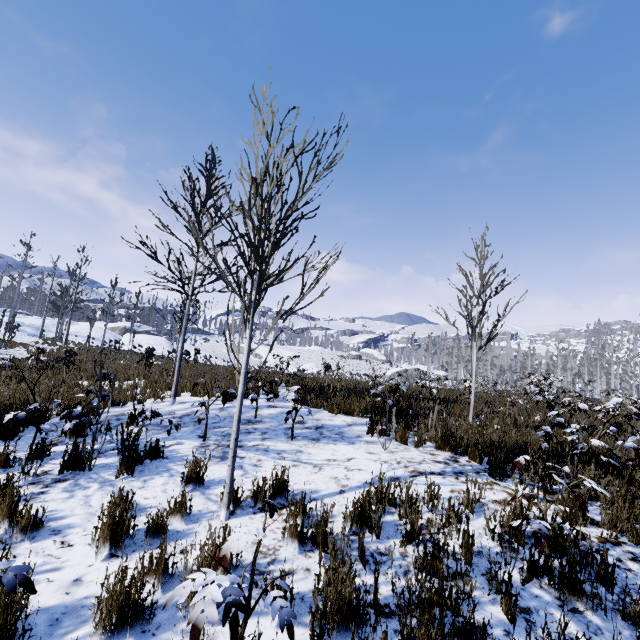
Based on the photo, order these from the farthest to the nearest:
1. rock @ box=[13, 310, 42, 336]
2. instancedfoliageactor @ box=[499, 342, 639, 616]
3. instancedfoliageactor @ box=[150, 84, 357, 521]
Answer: rock @ box=[13, 310, 42, 336] < instancedfoliageactor @ box=[150, 84, 357, 521] < instancedfoliageactor @ box=[499, 342, 639, 616]

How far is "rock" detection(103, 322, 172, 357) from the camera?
38.6 meters

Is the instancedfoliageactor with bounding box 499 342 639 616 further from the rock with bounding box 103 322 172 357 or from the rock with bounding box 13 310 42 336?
the rock with bounding box 13 310 42 336

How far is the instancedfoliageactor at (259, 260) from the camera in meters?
3.5

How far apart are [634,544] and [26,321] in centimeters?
5105cm

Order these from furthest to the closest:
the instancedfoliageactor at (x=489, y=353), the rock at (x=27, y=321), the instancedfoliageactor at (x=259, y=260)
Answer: the rock at (x=27, y=321) < the instancedfoliageactor at (x=489, y=353) < the instancedfoliageactor at (x=259, y=260)

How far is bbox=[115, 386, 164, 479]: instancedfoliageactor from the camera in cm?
436

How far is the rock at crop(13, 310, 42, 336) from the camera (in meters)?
33.69
